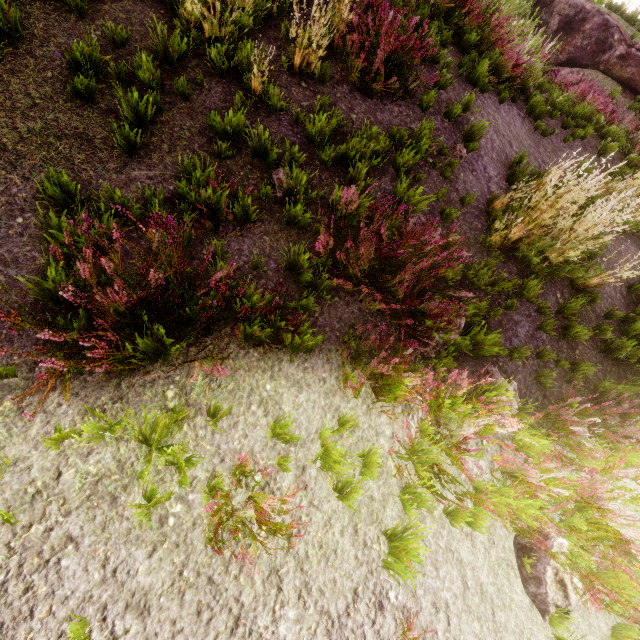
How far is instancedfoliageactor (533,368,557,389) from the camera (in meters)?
3.83

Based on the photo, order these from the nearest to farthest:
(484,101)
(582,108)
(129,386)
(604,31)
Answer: (129,386), (484,101), (582,108), (604,31)

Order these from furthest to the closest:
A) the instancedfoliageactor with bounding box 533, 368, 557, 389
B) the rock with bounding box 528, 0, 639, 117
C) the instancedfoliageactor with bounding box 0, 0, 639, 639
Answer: the rock with bounding box 528, 0, 639, 117 < the instancedfoliageactor with bounding box 533, 368, 557, 389 < the instancedfoliageactor with bounding box 0, 0, 639, 639

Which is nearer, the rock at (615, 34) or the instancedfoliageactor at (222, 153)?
the instancedfoliageactor at (222, 153)

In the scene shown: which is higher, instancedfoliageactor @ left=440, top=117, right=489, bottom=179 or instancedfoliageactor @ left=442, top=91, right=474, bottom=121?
instancedfoliageactor @ left=442, top=91, right=474, bottom=121

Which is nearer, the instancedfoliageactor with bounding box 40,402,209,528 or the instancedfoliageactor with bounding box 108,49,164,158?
the instancedfoliageactor with bounding box 40,402,209,528

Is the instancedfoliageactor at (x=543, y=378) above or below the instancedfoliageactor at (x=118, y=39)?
above
